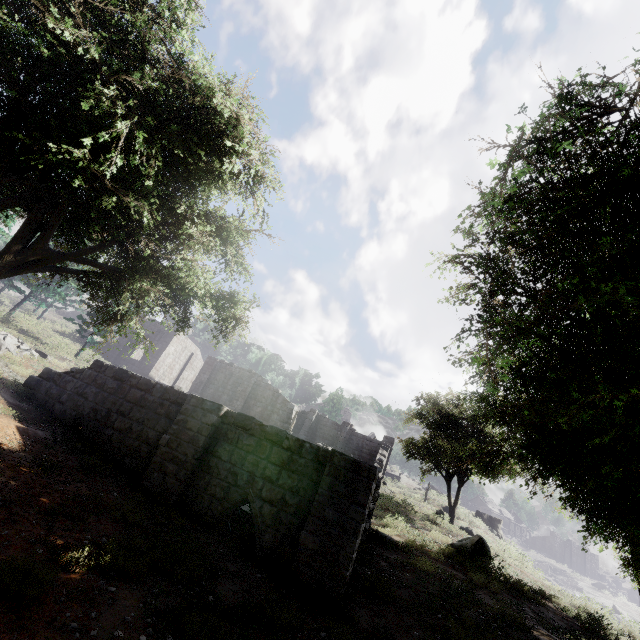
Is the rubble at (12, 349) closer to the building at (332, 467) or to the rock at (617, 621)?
the building at (332, 467)

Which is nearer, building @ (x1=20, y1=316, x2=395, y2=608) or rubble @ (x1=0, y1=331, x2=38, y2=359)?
building @ (x1=20, y1=316, x2=395, y2=608)

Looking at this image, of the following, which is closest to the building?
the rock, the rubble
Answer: the rubble

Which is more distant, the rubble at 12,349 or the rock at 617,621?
the rubble at 12,349

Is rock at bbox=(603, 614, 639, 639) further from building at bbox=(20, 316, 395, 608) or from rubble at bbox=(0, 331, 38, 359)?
rubble at bbox=(0, 331, 38, 359)

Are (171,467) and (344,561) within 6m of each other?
yes
